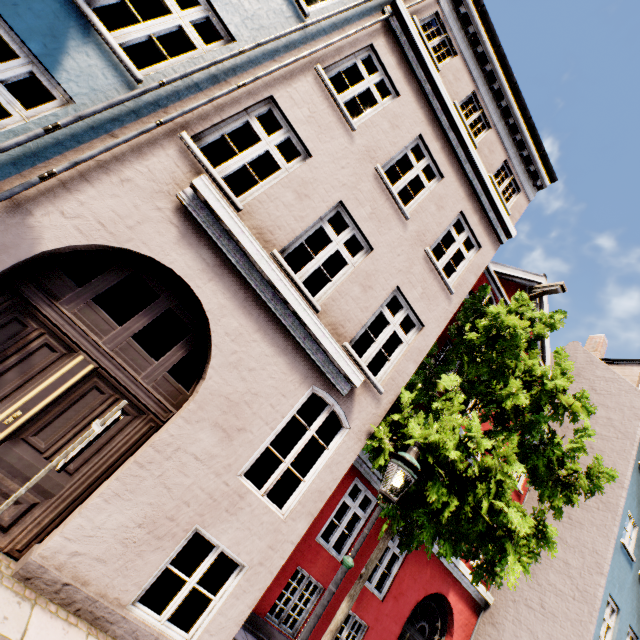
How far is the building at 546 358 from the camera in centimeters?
1404cm

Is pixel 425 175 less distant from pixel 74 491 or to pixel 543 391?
pixel 543 391

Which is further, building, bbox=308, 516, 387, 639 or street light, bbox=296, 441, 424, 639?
building, bbox=308, 516, 387, 639

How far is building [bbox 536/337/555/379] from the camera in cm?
1404

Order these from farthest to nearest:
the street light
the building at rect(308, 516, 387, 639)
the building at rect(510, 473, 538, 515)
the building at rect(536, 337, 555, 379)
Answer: the building at rect(536, 337, 555, 379)
the building at rect(510, 473, 538, 515)
the building at rect(308, 516, 387, 639)
the street light

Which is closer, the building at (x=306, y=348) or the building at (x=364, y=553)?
the building at (x=306, y=348)

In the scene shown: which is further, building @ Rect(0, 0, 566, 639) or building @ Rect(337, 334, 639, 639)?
building @ Rect(337, 334, 639, 639)
